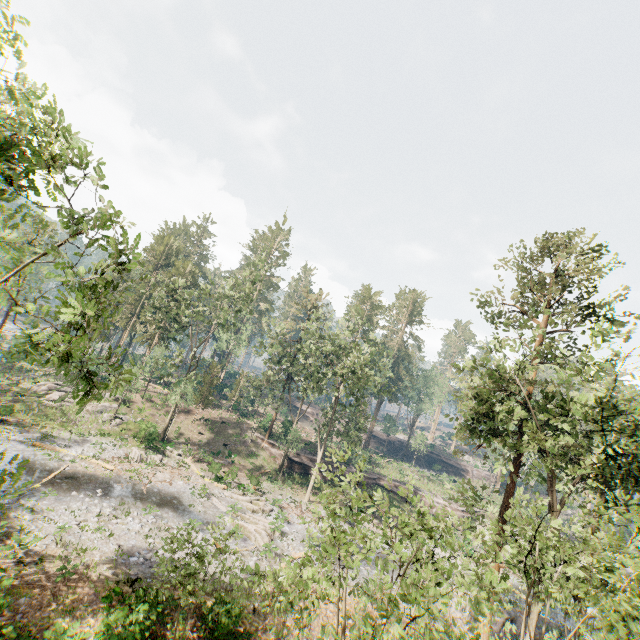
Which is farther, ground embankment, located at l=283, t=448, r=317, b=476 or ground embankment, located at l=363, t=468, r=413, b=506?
ground embankment, located at l=363, t=468, r=413, b=506

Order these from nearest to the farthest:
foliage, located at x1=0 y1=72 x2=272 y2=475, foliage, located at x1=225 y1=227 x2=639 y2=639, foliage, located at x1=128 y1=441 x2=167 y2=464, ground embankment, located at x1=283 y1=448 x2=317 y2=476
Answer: foliage, located at x1=0 y1=72 x2=272 y2=475 < foliage, located at x1=225 y1=227 x2=639 y2=639 < foliage, located at x1=128 y1=441 x2=167 y2=464 < ground embankment, located at x1=283 y1=448 x2=317 y2=476

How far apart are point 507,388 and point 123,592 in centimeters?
2338cm

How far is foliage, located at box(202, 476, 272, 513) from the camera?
27.4 meters

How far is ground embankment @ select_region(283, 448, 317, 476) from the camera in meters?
39.3 m

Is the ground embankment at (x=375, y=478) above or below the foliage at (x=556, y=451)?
below

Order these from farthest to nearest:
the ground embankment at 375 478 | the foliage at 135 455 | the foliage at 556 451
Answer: the ground embankment at 375 478, the foliage at 135 455, the foliage at 556 451
